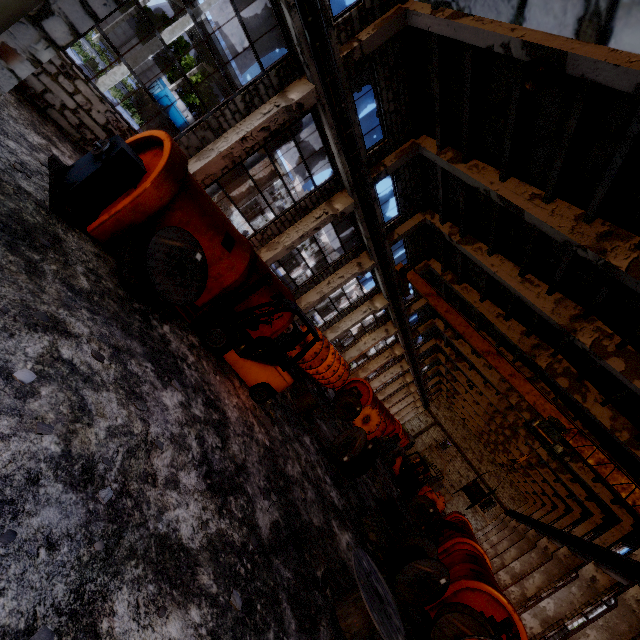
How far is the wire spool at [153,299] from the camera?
5.9 meters

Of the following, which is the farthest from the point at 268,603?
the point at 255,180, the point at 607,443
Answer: the point at 255,180

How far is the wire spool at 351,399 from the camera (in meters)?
17.67

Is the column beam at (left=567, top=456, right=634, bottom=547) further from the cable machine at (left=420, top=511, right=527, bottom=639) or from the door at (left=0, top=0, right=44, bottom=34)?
the door at (left=0, top=0, right=44, bottom=34)

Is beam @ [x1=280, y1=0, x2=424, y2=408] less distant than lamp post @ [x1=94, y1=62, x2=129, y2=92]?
Yes

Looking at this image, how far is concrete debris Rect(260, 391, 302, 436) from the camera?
8.38m

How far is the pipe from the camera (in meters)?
11.93

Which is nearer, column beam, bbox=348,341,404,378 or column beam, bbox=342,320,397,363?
column beam, bbox=342,320,397,363
